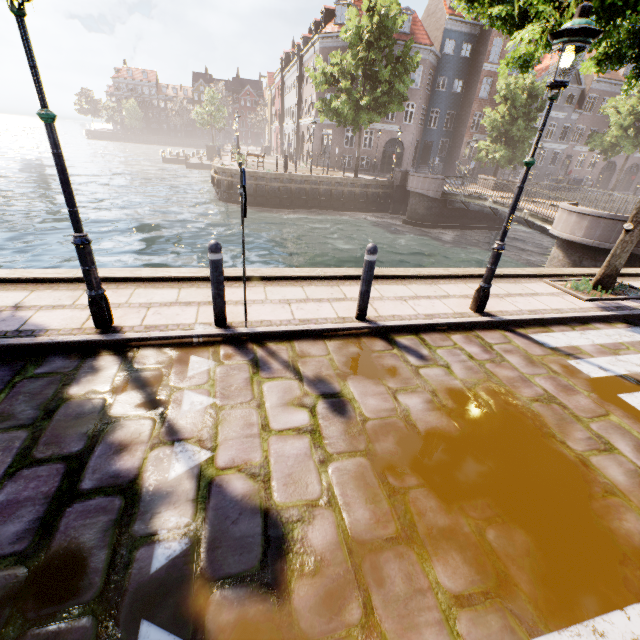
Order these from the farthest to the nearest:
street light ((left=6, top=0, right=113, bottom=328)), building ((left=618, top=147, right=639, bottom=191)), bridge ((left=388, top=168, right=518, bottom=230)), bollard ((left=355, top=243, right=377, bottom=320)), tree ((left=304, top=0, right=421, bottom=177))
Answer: building ((left=618, top=147, right=639, bottom=191))
tree ((left=304, top=0, right=421, bottom=177))
bridge ((left=388, top=168, right=518, bottom=230))
bollard ((left=355, top=243, right=377, bottom=320))
street light ((left=6, top=0, right=113, bottom=328))

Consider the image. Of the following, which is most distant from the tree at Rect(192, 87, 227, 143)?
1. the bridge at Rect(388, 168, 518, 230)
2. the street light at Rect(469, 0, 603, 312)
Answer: the bridge at Rect(388, 168, 518, 230)

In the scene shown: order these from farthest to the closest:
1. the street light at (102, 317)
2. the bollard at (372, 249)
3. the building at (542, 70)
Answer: the building at (542, 70) → the bollard at (372, 249) → the street light at (102, 317)

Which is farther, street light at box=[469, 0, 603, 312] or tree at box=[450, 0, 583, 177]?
tree at box=[450, 0, 583, 177]

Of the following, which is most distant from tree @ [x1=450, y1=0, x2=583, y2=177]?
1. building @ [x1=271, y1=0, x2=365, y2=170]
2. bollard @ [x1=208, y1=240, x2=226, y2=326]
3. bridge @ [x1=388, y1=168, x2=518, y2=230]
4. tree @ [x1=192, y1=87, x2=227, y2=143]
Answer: tree @ [x1=192, y1=87, x2=227, y2=143]

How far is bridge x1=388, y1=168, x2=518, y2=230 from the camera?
17.9m

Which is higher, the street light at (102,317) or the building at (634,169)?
the building at (634,169)

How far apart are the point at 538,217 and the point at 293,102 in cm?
3738
